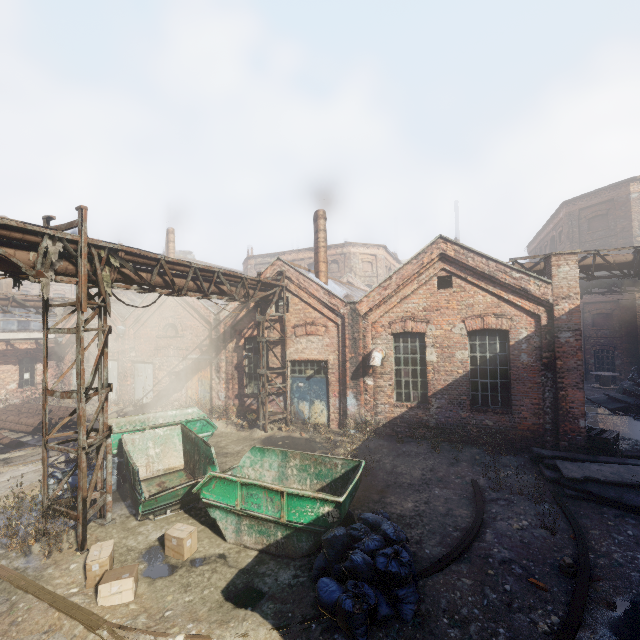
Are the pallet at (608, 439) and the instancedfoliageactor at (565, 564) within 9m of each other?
yes

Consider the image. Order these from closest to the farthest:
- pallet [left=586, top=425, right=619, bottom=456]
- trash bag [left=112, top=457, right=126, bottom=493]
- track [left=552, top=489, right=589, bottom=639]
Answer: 1. track [left=552, top=489, right=589, bottom=639]
2. trash bag [left=112, top=457, right=126, bottom=493]
3. pallet [left=586, top=425, right=619, bottom=456]

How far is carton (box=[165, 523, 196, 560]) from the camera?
6.2m

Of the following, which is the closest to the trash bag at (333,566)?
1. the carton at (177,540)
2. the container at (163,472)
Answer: the container at (163,472)

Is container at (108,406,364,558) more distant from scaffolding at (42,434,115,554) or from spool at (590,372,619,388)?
spool at (590,372,619,388)

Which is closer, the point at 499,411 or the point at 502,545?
the point at 502,545

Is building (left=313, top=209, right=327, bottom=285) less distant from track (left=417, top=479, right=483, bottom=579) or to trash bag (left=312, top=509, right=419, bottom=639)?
track (left=417, top=479, right=483, bottom=579)

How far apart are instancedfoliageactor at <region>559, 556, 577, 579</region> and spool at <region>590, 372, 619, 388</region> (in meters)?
21.60
